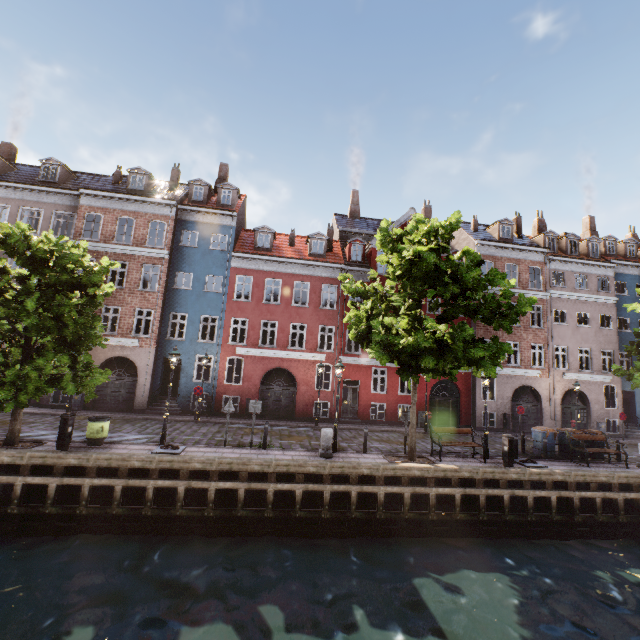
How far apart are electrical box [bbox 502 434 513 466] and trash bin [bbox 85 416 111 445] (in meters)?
15.95

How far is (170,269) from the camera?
21.70m

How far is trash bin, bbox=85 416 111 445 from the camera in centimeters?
1203cm

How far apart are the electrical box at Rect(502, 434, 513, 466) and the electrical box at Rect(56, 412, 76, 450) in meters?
16.7

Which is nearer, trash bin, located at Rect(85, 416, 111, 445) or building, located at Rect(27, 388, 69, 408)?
trash bin, located at Rect(85, 416, 111, 445)

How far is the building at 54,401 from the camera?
19.2 meters

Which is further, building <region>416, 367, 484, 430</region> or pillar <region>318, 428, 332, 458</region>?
building <region>416, 367, 484, 430</region>
